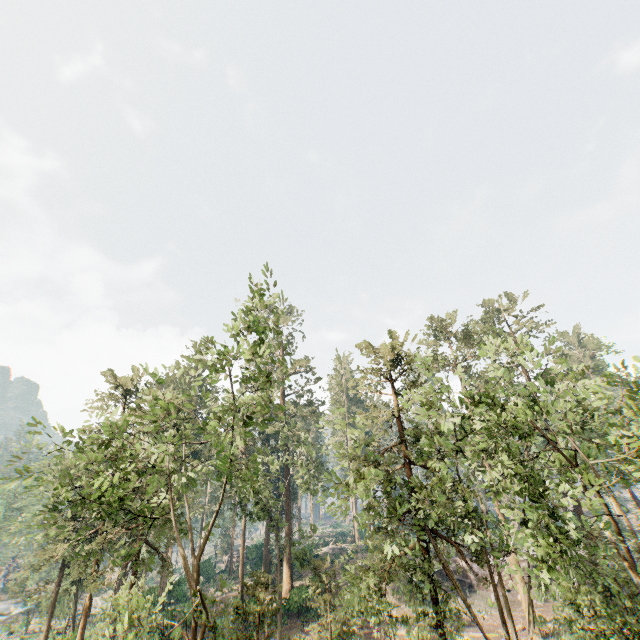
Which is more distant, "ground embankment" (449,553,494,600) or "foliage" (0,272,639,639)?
"ground embankment" (449,553,494,600)

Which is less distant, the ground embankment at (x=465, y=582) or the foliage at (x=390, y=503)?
the foliage at (x=390, y=503)

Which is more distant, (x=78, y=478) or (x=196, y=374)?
(x=196, y=374)

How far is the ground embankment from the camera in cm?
3619

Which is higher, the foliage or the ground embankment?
the foliage

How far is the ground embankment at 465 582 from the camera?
36.2m
